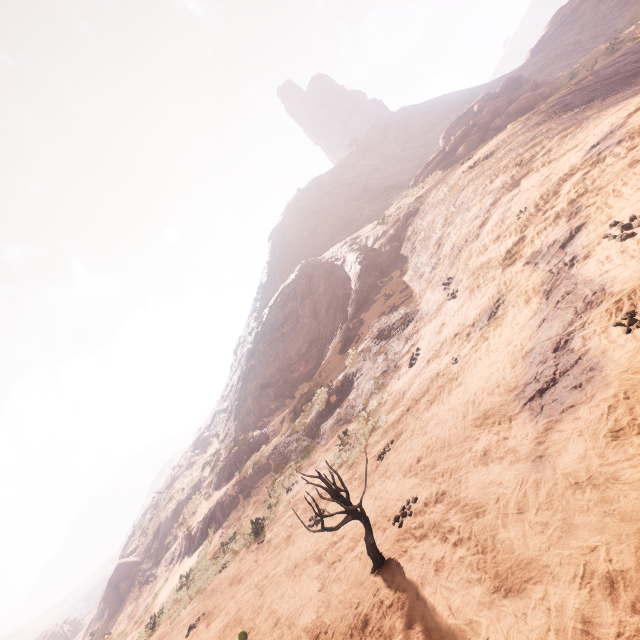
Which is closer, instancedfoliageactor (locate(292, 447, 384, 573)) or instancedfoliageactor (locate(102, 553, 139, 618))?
instancedfoliageactor (locate(292, 447, 384, 573))

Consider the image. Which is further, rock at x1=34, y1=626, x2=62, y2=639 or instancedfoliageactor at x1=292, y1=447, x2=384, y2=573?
rock at x1=34, y1=626, x2=62, y2=639

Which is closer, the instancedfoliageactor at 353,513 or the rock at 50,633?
the instancedfoliageactor at 353,513

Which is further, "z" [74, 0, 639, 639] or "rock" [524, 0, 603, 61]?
"rock" [524, 0, 603, 61]

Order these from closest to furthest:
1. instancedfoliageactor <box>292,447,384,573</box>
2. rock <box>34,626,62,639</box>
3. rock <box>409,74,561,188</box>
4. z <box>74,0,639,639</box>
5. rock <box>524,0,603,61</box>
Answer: z <box>74,0,639,639</box> < instancedfoliageactor <box>292,447,384,573</box> < rock <box>409,74,561,188</box> < rock <box>524,0,603,61</box> < rock <box>34,626,62,639</box>

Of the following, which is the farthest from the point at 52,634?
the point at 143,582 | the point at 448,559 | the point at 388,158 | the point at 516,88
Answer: the point at 516,88

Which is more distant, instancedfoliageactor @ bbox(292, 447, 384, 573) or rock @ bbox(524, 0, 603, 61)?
rock @ bbox(524, 0, 603, 61)

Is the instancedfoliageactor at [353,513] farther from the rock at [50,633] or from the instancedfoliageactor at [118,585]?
the rock at [50,633]
